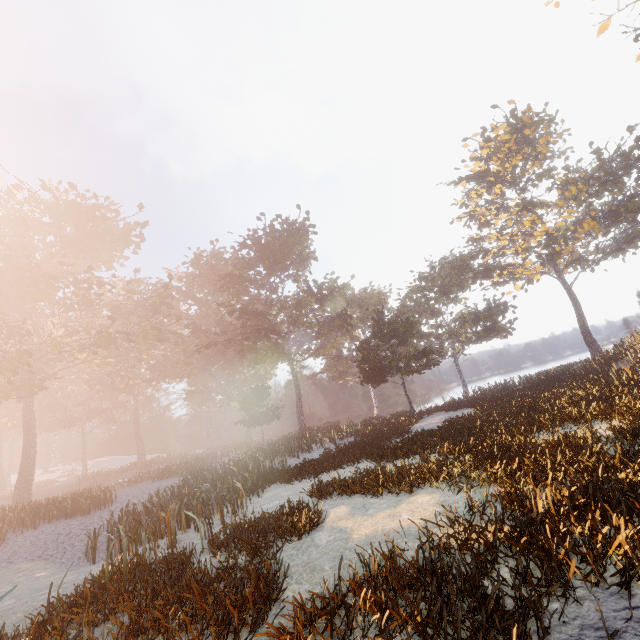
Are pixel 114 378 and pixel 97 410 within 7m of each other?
yes
